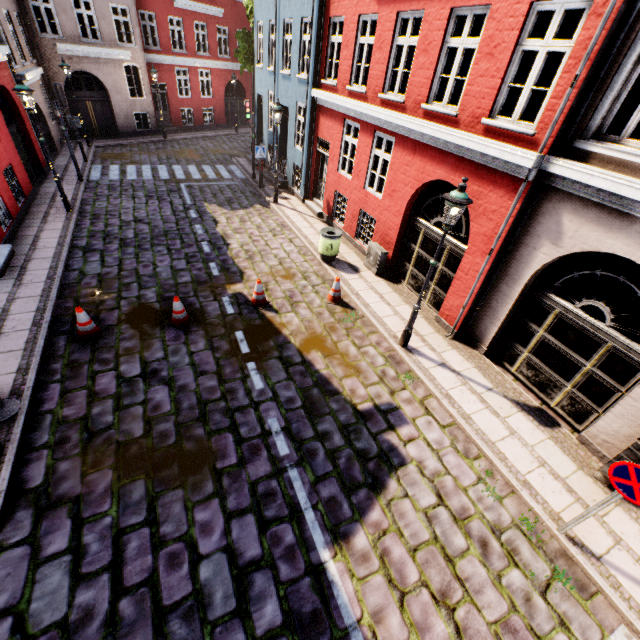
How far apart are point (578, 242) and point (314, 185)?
11.1m

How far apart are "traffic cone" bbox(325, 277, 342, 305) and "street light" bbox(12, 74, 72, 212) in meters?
10.1 m

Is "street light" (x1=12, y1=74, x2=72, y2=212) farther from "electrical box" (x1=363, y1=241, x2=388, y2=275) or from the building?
"electrical box" (x1=363, y1=241, x2=388, y2=275)

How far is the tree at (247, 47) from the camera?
18.55m

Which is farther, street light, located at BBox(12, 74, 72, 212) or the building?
street light, located at BBox(12, 74, 72, 212)

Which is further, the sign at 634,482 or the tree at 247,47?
the tree at 247,47

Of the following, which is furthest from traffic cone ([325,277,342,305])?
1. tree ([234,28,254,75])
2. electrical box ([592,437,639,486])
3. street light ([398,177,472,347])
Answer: tree ([234,28,254,75])

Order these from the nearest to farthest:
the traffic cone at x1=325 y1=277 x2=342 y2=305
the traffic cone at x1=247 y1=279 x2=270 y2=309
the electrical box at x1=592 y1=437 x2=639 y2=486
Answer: the electrical box at x1=592 y1=437 x2=639 y2=486, the traffic cone at x1=247 y1=279 x2=270 y2=309, the traffic cone at x1=325 y1=277 x2=342 y2=305
